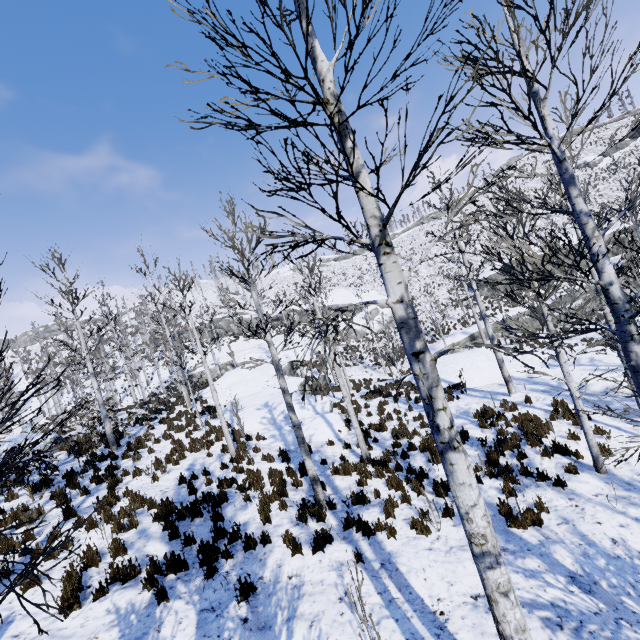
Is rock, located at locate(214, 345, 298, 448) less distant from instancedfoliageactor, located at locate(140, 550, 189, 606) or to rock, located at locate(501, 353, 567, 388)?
instancedfoliageactor, located at locate(140, 550, 189, 606)

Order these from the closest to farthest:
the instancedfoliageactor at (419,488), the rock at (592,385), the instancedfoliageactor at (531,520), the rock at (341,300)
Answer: the instancedfoliageactor at (531,520), the instancedfoliageactor at (419,488), the rock at (592,385), the rock at (341,300)

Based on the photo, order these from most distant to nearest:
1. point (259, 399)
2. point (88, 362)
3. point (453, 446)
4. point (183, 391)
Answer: point (183, 391) < point (259, 399) < point (88, 362) < point (453, 446)

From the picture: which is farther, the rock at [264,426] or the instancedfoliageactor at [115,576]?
the rock at [264,426]

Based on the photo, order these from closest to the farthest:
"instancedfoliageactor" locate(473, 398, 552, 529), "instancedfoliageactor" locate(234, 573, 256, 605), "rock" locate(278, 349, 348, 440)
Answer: "instancedfoliageactor" locate(234, 573, 256, 605) < "instancedfoliageactor" locate(473, 398, 552, 529) < "rock" locate(278, 349, 348, 440)

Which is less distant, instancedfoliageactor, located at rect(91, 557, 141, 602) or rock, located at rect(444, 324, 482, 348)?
instancedfoliageactor, located at rect(91, 557, 141, 602)

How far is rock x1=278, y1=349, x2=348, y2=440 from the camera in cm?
1348
